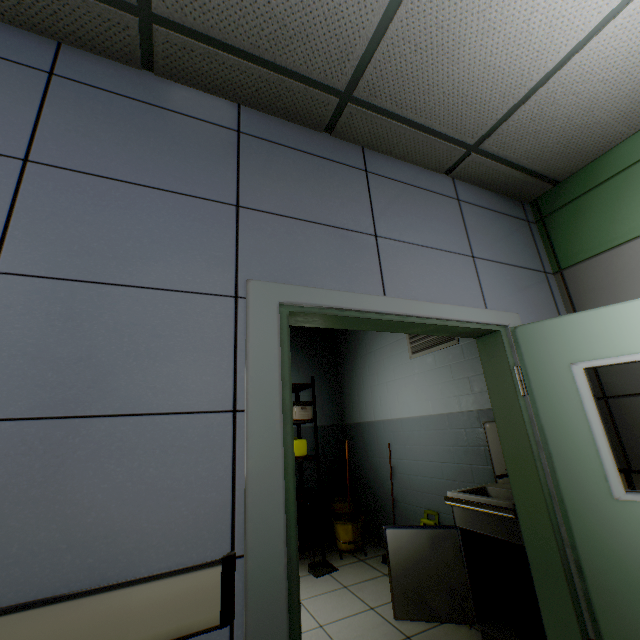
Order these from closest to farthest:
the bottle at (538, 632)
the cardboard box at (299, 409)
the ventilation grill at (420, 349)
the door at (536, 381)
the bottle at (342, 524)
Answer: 1. the door at (536, 381)
2. the bottle at (538, 632)
3. the ventilation grill at (420, 349)
4. the bottle at (342, 524)
5. the cardboard box at (299, 409)

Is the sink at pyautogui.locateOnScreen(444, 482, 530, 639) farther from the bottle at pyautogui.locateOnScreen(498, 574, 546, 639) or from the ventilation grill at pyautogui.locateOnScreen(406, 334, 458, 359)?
the ventilation grill at pyautogui.locateOnScreen(406, 334, 458, 359)

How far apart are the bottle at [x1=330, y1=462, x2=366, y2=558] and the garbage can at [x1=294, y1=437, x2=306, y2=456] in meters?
0.7 m

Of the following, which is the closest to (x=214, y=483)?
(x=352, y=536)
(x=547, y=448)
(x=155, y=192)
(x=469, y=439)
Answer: (x=155, y=192)

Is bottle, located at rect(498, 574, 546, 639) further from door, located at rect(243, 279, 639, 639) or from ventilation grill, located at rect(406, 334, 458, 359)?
ventilation grill, located at rect(406, 334, 458, 359)

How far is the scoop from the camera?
3.6 meters

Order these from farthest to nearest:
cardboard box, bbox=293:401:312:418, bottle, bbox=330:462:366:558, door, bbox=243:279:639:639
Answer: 1. cardboard box, bbox=293:401:312:418
2. bottle, bbox=330:462:366:558
3. door, bbox=243:279:639:639

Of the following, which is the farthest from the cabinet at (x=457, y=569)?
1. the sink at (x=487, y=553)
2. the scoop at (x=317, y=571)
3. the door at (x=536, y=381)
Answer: the scoop at (x=317, y=571)
